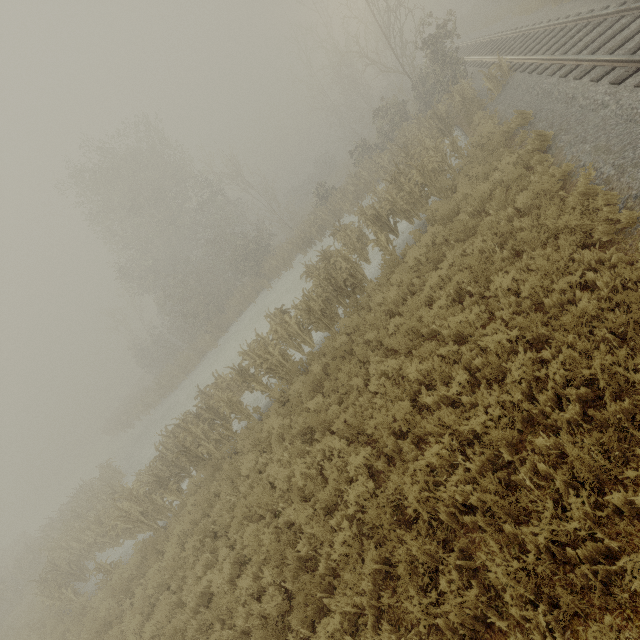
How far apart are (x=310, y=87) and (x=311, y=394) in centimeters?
4014cm
